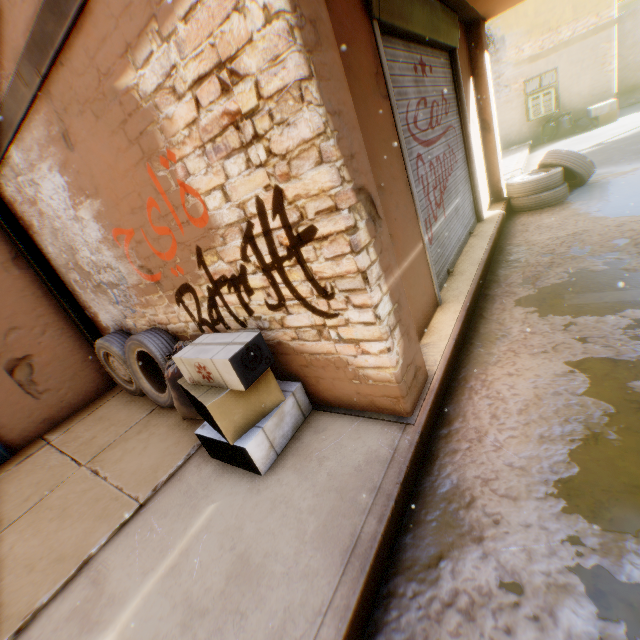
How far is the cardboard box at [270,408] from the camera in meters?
2.2 m

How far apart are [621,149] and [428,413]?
9.8 meters

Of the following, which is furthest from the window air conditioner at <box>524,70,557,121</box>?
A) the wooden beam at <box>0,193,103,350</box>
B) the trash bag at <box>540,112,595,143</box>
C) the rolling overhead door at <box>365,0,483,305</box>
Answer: the wooden beam at <box>0,193,103,350</box>

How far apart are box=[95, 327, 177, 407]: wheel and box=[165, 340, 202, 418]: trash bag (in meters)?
0.03

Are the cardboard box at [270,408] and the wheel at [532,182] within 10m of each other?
yes

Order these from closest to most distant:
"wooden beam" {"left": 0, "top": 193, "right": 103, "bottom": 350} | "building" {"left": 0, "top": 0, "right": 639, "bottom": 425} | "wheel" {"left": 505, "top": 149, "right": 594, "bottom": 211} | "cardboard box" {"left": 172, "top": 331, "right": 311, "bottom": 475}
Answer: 1. "building" {"left": 0, "top": 0, "right": 639, "bottom": 425}
2. "cardboard box" {"left": 172, "top": 331, "right": 311, "bottom": 475}
3. "wooden beam" {"left": 0, "top": 193, "right": 103, "bottom": 350}
4. "wheel" {"left": 505, "top": 149, "right": 594, "bottom": 211}

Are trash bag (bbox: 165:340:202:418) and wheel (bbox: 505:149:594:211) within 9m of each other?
yes

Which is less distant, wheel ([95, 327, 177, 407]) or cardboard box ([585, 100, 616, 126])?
wheel ([95, 327, 177, 407])
